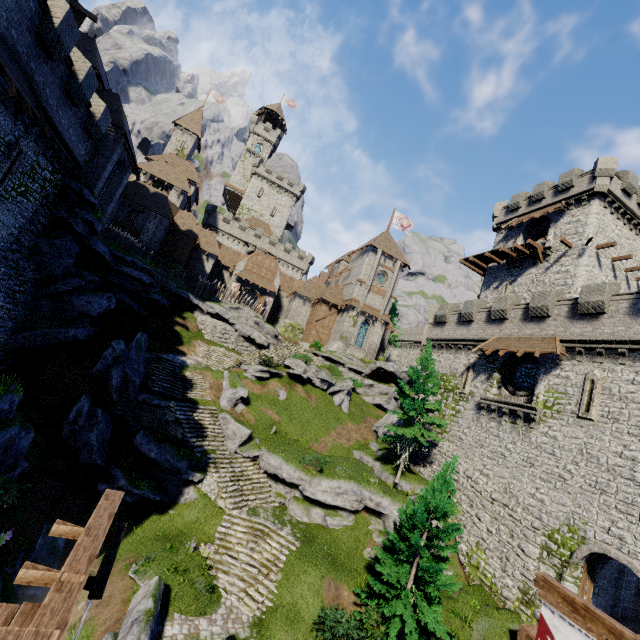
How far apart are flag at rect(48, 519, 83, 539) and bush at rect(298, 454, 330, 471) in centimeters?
1728cm

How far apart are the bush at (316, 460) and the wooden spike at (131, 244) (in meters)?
23.70

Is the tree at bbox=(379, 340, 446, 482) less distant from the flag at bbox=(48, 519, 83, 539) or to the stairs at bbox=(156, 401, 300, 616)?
the stairs at bbox=(156, 401, 300, 616)

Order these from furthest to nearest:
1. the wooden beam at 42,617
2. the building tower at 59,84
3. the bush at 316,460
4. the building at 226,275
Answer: the building at 226,275
the bush at 316,460
the building tower at 59,84
the wooden beam at 42,617

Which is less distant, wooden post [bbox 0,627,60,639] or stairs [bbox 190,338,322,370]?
wooden post [bbox 0,627,60,639]

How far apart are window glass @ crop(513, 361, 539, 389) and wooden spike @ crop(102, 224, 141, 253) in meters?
33.7

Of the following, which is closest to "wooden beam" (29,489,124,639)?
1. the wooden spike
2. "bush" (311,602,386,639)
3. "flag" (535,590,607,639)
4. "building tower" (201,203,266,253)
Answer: "flag" (535,590,607,639)

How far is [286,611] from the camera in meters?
13.7
